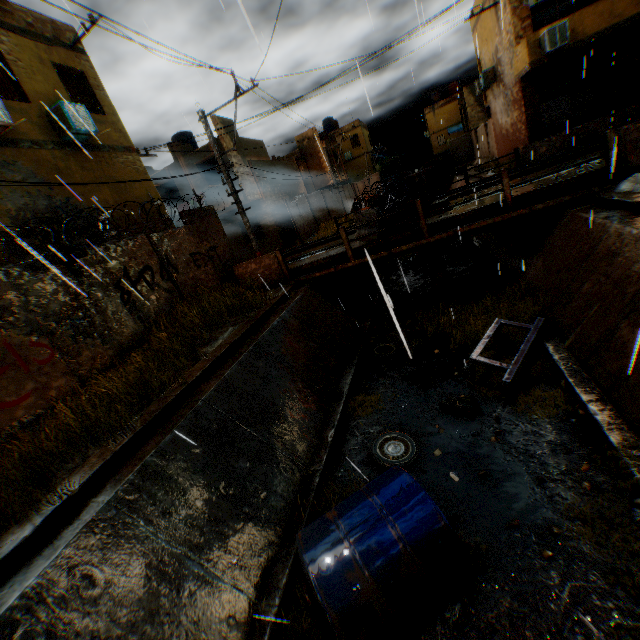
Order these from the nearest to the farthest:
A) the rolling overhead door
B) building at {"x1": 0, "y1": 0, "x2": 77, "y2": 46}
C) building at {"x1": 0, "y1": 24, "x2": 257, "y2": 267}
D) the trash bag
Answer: the trash bag
building at {"x1": 0, "y1": 24, "x2": 257, "y2": 267}
building at {"x1": 0, "y1": 0, "x2": 77, "y2": 46}
the rolling overhead door

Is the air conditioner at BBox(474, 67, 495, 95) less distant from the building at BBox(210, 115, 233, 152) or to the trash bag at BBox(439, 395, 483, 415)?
the building at BBox(210, 115, 233, 152)

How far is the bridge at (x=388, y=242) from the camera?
8.6 meters

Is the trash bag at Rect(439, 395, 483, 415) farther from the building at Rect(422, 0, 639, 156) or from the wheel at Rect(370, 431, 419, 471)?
the building at Rect(422, 0, 639, 156)

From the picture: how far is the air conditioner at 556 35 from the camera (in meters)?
13.05

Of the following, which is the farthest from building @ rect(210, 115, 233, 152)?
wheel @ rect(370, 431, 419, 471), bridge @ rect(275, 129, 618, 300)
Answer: wheel @ rect(370, 431, 419, 471)

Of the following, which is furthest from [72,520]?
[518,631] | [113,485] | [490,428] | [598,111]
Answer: [598,111]

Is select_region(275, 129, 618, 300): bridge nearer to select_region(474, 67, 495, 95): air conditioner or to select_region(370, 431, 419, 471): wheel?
select_region(370, 431, 419, 471): wheel
